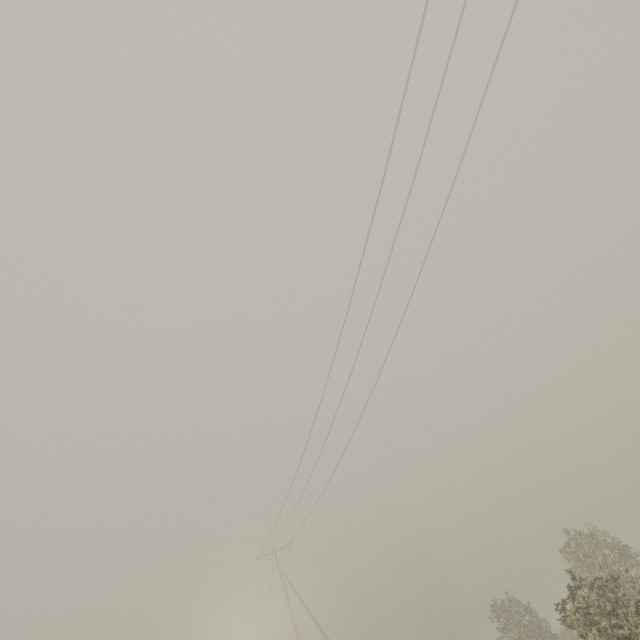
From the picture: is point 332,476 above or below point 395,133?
below

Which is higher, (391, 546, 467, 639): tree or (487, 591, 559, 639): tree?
(391, 546, 467, 639): tree

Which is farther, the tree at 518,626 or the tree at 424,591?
the tree at 424,591

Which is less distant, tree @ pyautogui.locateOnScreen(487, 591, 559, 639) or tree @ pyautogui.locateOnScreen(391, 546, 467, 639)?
tree @ pyautogui.locateOnScreen(487, 591, 559, 639)

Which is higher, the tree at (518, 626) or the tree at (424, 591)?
the tree at (424, 591)
